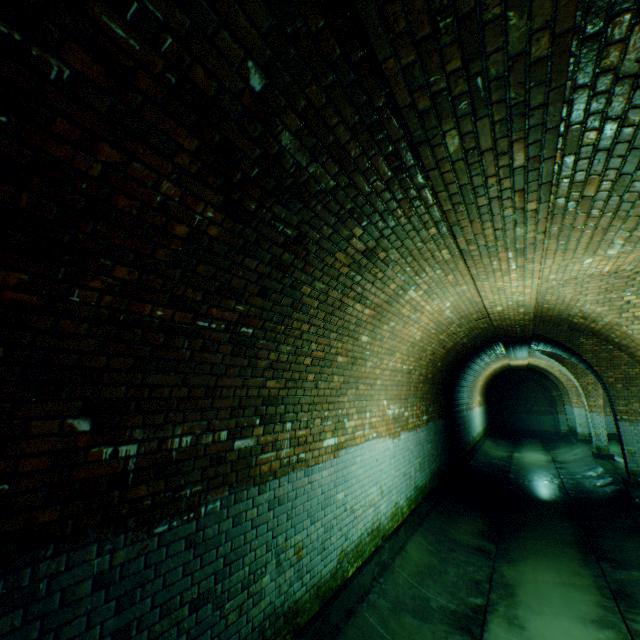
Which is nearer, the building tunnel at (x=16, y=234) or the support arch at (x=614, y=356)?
the building tunnel at (x=16, y=234)

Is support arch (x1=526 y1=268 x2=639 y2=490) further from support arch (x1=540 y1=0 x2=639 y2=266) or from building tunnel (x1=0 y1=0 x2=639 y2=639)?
support arch (x1=540 y1=0 x2=639 y2=266)

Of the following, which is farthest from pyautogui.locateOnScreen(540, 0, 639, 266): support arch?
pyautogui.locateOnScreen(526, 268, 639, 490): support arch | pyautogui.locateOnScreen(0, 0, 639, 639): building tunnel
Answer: pyautogui.locateOnScreen(526, 268, 639, 490): support arch

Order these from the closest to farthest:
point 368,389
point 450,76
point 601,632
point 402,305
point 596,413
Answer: point 450,76
point 601,632
point 402,305
point 368,389
point 596,413

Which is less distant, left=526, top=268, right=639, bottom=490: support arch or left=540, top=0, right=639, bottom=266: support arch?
left=540, top=0, right=639, bottom=266: support arch

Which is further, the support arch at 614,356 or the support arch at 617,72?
the support arch at 614,356
